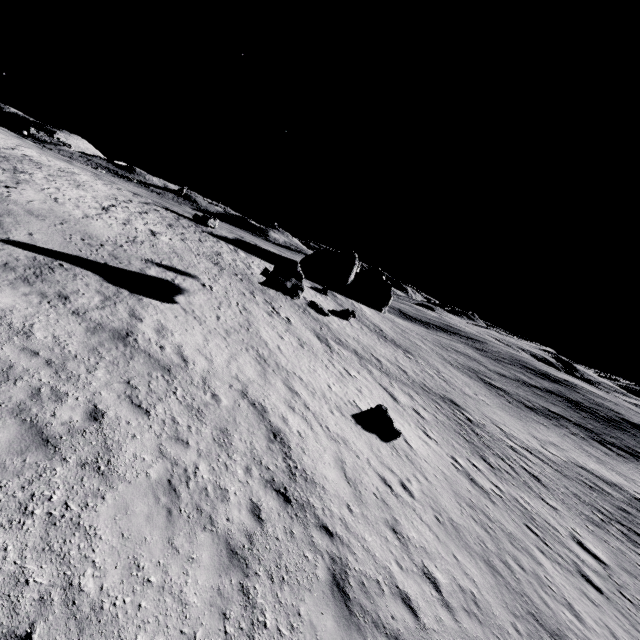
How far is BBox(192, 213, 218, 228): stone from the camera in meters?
36.8

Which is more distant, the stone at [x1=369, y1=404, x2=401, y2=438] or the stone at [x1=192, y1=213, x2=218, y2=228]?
the stone at [x1=192, y1=213, x2=218, y2=228]

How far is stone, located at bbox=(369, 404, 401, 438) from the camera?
15.3 meters

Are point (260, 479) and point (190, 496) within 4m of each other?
yes

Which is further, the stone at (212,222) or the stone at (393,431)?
the stone at (212,222)

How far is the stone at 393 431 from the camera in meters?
15.3

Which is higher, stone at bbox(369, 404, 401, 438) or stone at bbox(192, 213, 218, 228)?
stone at bbox(192, 213, 218, 228)
